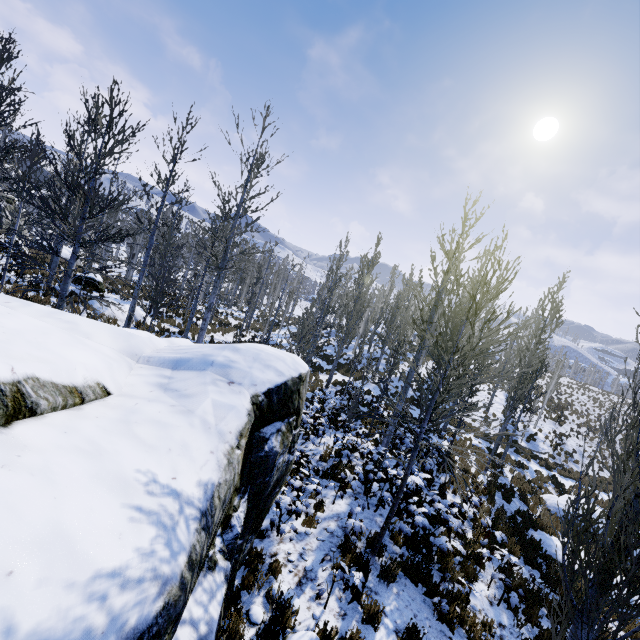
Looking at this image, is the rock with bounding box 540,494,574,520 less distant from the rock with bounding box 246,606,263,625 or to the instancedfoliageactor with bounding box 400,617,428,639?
the instancedfoliageactor with bounding box 400,617,428,639

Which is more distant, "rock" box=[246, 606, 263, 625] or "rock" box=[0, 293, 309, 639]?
"rock" box=[246, 606, 263, 625]

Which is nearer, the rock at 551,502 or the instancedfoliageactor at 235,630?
the instancedfoliageactor at 235,630

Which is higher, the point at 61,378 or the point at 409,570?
the point at 61,378

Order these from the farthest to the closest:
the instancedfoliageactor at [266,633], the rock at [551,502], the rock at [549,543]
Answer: the rock at [551,502] → the rock at [549,543] → the instancedfoliageactor at [266,633]

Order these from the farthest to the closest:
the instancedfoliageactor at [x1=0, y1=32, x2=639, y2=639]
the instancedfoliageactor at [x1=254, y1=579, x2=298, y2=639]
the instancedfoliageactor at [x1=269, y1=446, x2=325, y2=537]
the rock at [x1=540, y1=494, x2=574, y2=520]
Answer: the rock at [x1=540, y1=494, x2=574, y2=520], the instancedfoliageactor at [x1=269, y1=446, x2=325, y2=537], the instancedfoliageactor at [x1=254, y1=579, x2=298, y2=639], the instancedfoliageactor at [x1=0, y1=32, x2=639, y2=639]

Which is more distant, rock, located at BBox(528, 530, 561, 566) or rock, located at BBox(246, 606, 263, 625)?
rock, located at BBox(528, 530, 561, 566)

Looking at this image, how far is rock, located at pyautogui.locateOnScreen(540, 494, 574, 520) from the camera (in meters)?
13.72
